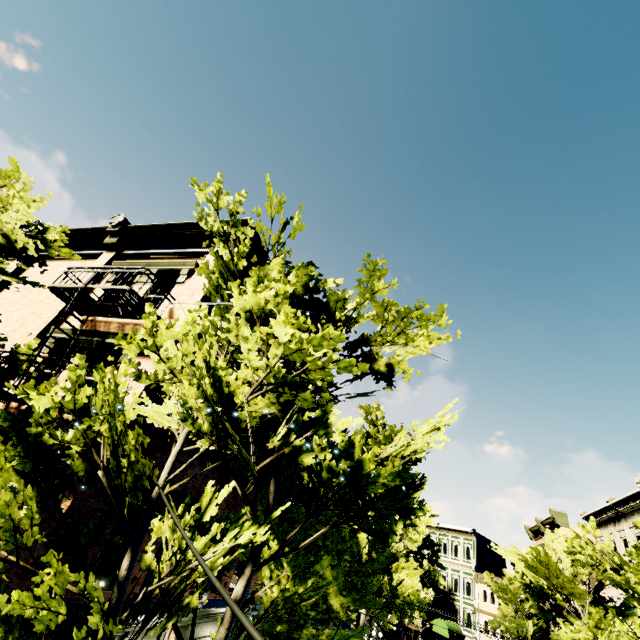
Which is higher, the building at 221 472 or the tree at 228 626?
the building at 221 472

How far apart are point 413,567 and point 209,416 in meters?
49.4

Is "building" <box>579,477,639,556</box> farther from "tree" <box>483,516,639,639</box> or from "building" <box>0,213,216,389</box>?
"building" <box>0,213,216,389</box>

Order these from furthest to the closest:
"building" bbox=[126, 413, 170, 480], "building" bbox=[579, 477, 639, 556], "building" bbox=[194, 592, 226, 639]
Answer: "building" bbox=[579, 477, 639, 556] < "building" bbox=[194, 592, 226, 639] < "building" bbox=[126, 413, 170, 480]

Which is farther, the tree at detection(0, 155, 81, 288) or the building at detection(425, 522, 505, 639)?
the building at detection(425, 522, 505, 639)

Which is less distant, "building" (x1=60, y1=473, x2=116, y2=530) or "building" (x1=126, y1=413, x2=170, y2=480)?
"building" (x1=60, y1=473, x2=116, y2=530)

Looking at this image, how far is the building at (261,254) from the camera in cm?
1088
